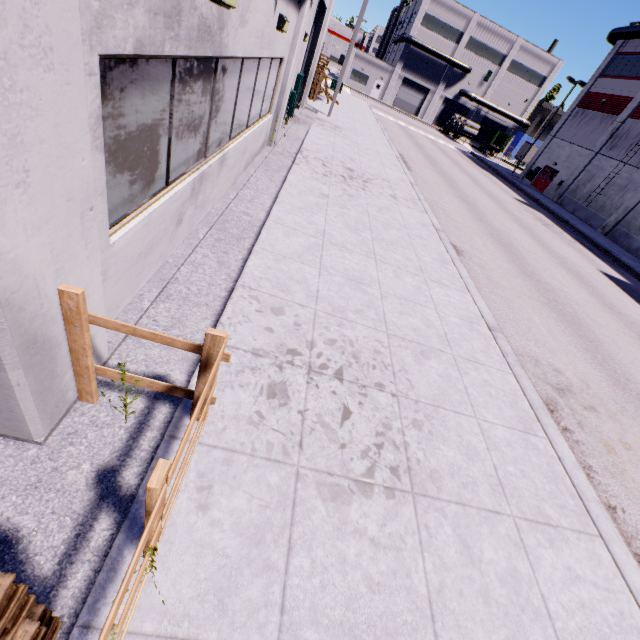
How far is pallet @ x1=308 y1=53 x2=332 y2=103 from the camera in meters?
22.6 m

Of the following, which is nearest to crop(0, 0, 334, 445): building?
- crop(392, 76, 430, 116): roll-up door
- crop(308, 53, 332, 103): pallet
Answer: crop(392, 76, 430, 116): roll-up door

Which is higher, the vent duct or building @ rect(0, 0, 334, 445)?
the vent duct

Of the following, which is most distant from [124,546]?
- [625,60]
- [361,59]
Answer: [361,59]

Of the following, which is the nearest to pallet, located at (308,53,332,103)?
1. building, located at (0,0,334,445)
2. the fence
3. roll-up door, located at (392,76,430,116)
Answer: building, located at (0,0,334,445)

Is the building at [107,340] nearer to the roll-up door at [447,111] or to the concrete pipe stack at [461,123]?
the roll-up door at [447,111]

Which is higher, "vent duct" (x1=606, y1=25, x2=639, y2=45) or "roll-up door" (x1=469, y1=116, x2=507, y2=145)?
"vent duct" (x1=606, y1=25, x2=639, y2=45)

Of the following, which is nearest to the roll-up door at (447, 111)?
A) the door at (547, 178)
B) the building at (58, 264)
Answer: the building at (58, 264)
